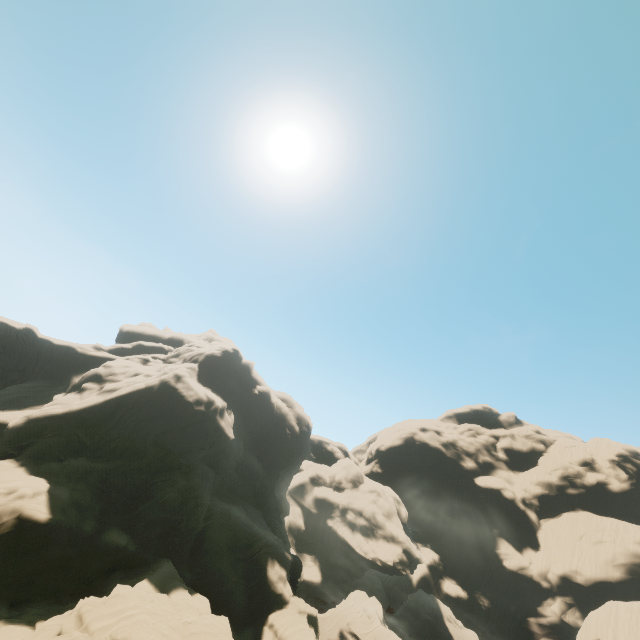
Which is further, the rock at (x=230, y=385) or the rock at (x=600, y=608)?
the rock at (x=600, y=608)

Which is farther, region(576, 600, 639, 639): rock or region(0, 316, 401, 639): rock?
region(576, 600, 639, 639): rock

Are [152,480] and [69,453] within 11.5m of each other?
yes
